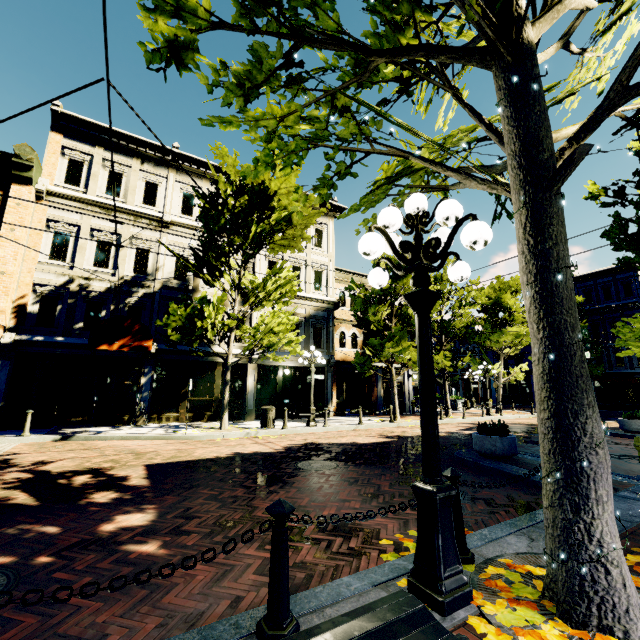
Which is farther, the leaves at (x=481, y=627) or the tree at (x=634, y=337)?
the tree at (x=634, y=337)

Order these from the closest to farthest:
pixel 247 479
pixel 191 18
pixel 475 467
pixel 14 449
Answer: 1. pixel 191 18
2. pixel 247 479
3. pixel 475 467
4. pixel 14 449

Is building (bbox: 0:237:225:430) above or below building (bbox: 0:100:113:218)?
below

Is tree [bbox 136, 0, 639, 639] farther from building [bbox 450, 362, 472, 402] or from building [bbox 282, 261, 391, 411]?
building [bbox 282, 261, 391, 411]

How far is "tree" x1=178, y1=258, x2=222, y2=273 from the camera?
12.9m

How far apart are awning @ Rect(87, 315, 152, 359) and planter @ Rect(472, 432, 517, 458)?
11.12m

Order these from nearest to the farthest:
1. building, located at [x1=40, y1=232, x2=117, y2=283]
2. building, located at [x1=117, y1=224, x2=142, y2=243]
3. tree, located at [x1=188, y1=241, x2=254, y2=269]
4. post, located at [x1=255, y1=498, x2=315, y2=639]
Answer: post, located at [x1=255, y1=498, x2=315, y2=639], tree, located at [x1=188, y1=241, x2=254, y2=269], building, located at [x1=40, y1=232, x2=117, y2=283], building, located at [x1=117, y1=224, x2=142, y2=243]

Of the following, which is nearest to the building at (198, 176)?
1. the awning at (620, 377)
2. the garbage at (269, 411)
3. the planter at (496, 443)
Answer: the garbage at (269, 411)
